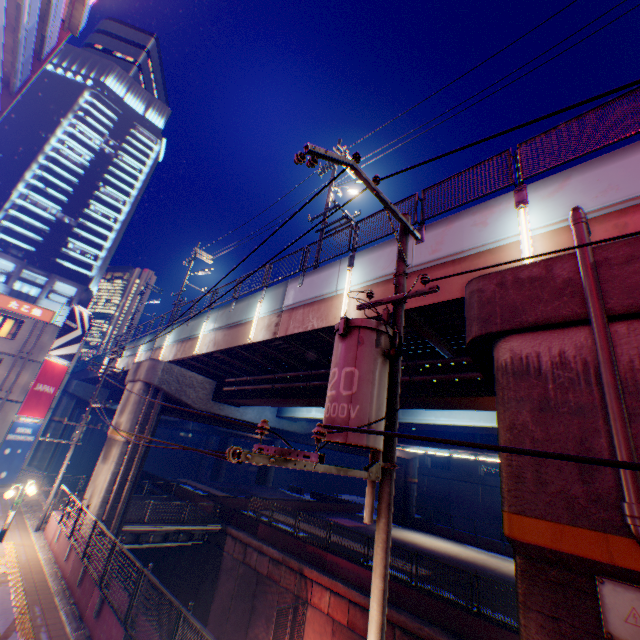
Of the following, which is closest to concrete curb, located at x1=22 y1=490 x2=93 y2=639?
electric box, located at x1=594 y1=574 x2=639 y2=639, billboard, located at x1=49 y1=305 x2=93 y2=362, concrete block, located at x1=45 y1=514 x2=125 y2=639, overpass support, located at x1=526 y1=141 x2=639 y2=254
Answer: concrete block, located at x1=45 y1=514 x2=125 y2=639

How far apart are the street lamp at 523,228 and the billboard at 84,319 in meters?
31.5 m

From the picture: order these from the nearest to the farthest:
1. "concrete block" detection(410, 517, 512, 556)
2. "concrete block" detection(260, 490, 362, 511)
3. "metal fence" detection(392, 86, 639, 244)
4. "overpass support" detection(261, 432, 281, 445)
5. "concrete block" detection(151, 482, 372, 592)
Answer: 1. "metal fence" detection(392, 86, 639, 244)
2. "concrete block" detection(151, 482, 372, 592)
3. "overpass support" detection(261, 432, 281, 445)
4. "concrete block" detection(410, 517, 512, 556)
5. "concrete block" detection(260, 490, 362, 511)

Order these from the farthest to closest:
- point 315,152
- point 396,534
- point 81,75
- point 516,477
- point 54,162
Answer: point 81,75
point 54,162
point 396,534
point 516,477
point 315,152

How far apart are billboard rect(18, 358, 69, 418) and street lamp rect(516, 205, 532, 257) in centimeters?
3150cm

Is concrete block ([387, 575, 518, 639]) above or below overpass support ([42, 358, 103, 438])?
below

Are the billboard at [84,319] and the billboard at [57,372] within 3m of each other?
yes

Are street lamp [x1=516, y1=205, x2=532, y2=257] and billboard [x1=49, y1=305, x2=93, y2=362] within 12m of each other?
no
